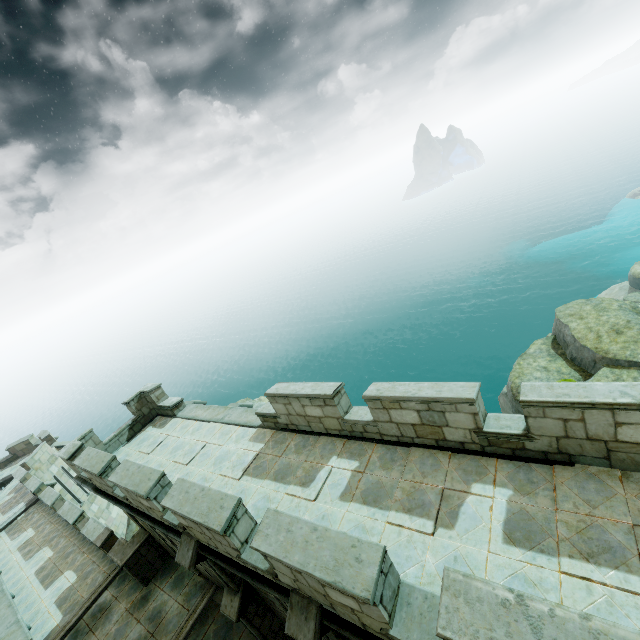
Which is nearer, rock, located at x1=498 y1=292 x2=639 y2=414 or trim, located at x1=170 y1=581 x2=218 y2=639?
trim, located at x1=170 y1=581 x2=218 y2=639

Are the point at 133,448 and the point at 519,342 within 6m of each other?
no

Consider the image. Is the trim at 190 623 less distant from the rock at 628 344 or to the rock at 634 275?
the rock at 628 344

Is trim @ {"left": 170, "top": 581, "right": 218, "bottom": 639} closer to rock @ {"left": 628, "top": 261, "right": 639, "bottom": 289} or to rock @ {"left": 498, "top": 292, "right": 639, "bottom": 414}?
rock @ {"left": 498, "top": 292, "right": 639, "bottom": 414}

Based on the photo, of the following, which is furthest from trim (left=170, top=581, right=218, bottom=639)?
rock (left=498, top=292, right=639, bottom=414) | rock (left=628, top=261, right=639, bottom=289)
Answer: rock (left=628, top=261, right=639, bottom=289)

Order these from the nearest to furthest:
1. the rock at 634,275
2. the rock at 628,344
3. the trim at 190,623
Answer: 1. the trim at 190,623
2. the rock at 628,344
3. the rock at 634,275
